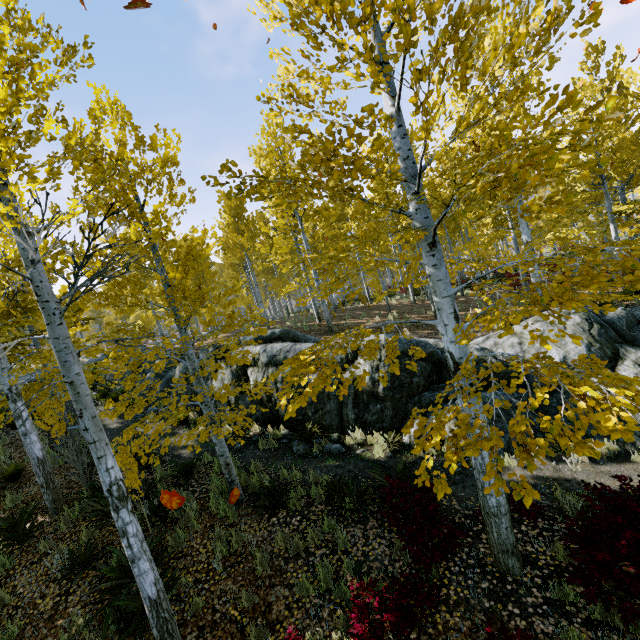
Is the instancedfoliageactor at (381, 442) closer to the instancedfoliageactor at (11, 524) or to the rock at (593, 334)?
the rock at (593, 334)

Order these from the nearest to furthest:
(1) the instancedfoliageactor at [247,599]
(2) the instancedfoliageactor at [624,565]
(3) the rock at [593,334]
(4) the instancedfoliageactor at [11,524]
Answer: (2) the instancedfoliageactor at [624,565], (1) the instancedfoliageactor at [247,599], (4) the instancedfoliageactor at [11,524], (3) the rock at [593,334]

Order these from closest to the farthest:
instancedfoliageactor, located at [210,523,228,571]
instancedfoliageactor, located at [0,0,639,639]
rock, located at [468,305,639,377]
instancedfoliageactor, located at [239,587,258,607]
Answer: instancedfoliageactor, located at [0,0,639,639], instancedfoliageactor, located at [239,587,258,607], instancedfoliageactor, located at [210,523,228,571], rock, located at [468,305,639,377]

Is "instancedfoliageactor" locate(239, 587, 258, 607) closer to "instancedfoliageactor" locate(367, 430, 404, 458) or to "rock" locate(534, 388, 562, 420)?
"rock" locate(534, 388, 562, 420)

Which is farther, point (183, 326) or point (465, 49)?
point (183, 326)

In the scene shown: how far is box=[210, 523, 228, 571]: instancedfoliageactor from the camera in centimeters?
565cm

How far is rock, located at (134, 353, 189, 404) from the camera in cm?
1377
